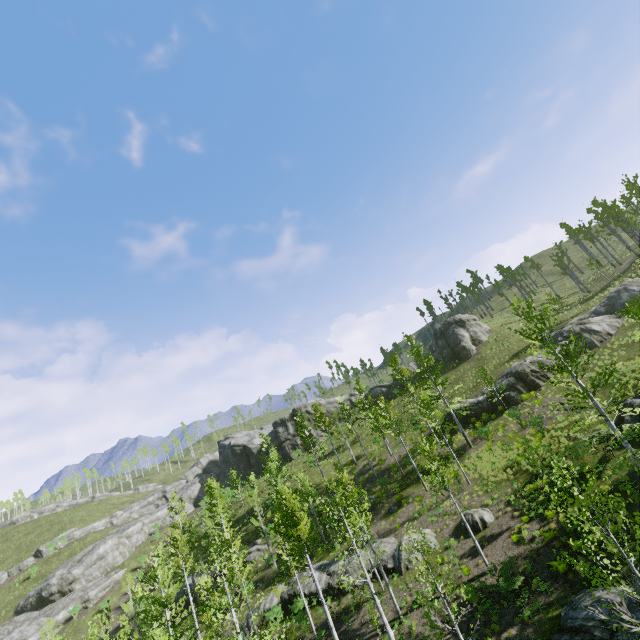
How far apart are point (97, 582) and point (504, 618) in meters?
52.4

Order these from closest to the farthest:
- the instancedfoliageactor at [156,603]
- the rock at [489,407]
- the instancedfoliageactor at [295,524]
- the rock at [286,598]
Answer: the instancedfoliageactor at [156,603]
the instancedfoliageactor at [295,524]
the rock at [286,598]
the rock at [489,407]

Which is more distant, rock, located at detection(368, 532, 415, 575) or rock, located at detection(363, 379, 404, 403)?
rock, located at detection(363, 379, 404, 403)

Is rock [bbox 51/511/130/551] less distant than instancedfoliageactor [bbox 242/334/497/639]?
No

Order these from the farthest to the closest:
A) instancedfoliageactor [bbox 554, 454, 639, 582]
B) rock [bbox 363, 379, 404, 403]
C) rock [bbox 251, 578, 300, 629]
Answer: rock [bbox 363, 379, 404, 403] < rock [bbox 251, 578, 300, 629] < instancedfoliageactor [bbox 554, 454, 639, 582]

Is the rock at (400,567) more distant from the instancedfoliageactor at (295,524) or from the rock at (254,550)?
the rock at (254,550)

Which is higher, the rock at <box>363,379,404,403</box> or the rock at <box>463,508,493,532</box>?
the rock at <box>363,379,404,403</box>

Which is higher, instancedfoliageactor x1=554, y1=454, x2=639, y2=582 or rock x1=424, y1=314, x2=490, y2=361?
rock x1=424, y1=314, x2=490, y2=361
